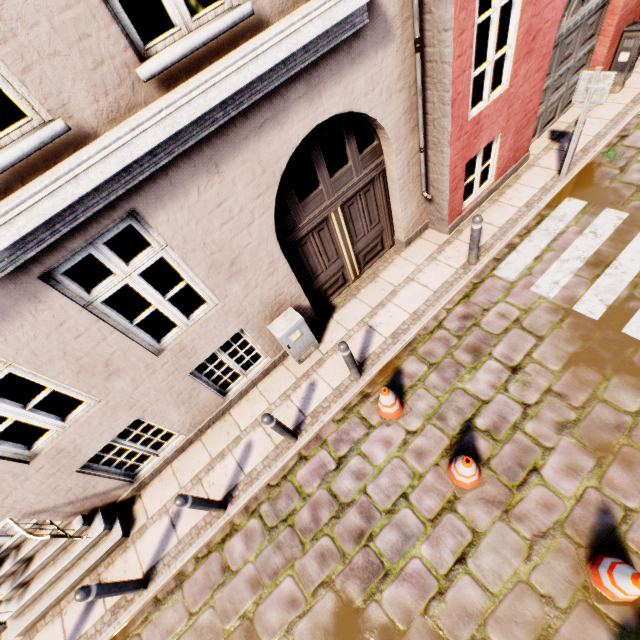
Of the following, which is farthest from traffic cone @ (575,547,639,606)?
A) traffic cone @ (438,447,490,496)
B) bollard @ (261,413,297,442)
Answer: bollard @ (261,413,297,442)

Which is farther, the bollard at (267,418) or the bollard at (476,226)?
the bollard at (476,226)

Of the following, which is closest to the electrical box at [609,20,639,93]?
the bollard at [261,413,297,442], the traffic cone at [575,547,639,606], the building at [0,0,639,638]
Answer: the building at [0,0,639,638]

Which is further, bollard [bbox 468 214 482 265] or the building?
bollard [bbox 468 214 482 265]

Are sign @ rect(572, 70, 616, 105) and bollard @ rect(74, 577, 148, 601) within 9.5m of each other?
no

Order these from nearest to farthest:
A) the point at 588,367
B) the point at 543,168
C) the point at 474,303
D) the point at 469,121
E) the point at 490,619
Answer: the point at 490,619 < the point at 588,367 < the point at 469,121 < the point at 474,303 < the point at 543,168

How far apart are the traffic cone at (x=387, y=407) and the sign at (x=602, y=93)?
5.9 meters

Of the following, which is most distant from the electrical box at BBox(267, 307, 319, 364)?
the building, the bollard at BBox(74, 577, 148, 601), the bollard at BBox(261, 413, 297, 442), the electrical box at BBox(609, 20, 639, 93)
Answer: the electrical box at BBox(609, 20, 639, 93)
